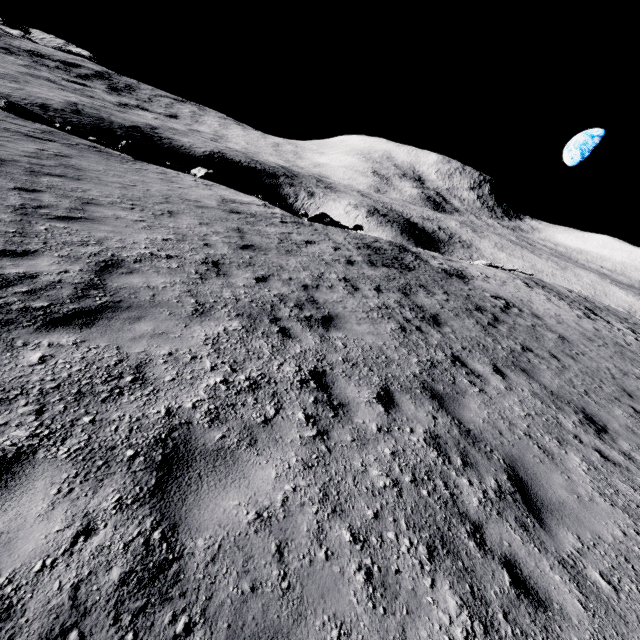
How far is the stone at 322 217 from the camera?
22.8 meters

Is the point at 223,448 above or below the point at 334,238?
above

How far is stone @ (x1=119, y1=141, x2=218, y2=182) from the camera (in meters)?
18.86

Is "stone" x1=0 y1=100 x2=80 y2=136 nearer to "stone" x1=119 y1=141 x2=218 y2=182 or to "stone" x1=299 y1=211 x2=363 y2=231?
"stone" x1=119 y1=141 x2=218 y2=182

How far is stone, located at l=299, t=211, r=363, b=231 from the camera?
22.8m

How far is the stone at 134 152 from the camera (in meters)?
18.86

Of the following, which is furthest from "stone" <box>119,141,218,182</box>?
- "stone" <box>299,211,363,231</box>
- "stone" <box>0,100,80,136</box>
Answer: "stone" <box>299,211,363,231</box>
